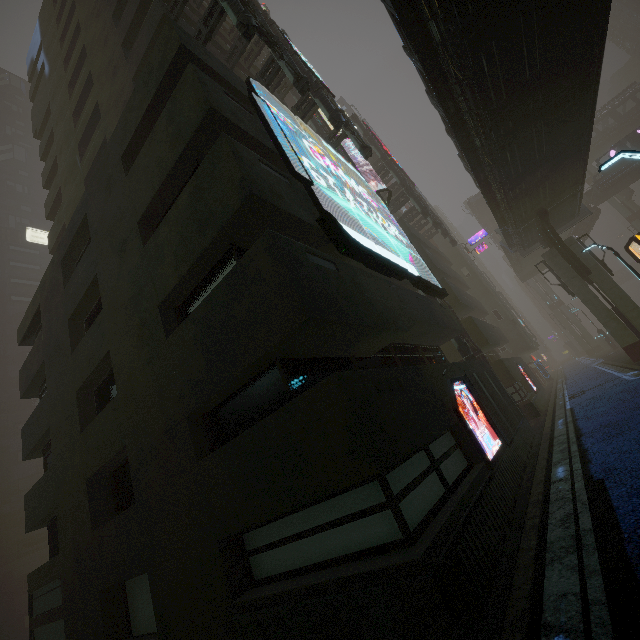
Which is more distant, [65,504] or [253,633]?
[65,504]

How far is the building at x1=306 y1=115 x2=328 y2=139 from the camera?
22.7 meters

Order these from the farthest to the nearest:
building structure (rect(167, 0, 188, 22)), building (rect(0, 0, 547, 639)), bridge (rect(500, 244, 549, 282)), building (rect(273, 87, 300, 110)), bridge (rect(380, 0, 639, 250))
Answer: bridge (rect(500, 244, 549, 282)) → building (rect(273, 87, 300, 110)) → building structure (rect(167, 0, 188, 22)) → bridge (rect(380, 0, 639, 250)) → building (rect(0, 0, 547, 639))

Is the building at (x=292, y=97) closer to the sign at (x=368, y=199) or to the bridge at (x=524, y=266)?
the sign at (x=368, y=199)

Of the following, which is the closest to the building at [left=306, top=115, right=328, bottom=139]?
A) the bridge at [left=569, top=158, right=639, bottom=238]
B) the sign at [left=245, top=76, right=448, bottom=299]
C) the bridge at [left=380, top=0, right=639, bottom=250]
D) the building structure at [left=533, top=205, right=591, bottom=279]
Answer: the sign at [left=245, top=76, right=448, bottom=299]

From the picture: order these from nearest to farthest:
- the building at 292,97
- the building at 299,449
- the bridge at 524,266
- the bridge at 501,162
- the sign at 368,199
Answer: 1. the building at 299,449
2. the sign at 368,199
3. the bridge at 501,162
4. the building at 292,97
5. the bridge at 524,266

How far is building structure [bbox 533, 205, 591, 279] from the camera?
21.2 meters

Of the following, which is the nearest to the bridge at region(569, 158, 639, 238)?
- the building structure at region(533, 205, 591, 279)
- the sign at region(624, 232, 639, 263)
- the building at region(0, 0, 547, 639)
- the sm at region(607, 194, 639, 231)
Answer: the sm at region(607, 194, 639, 231)
